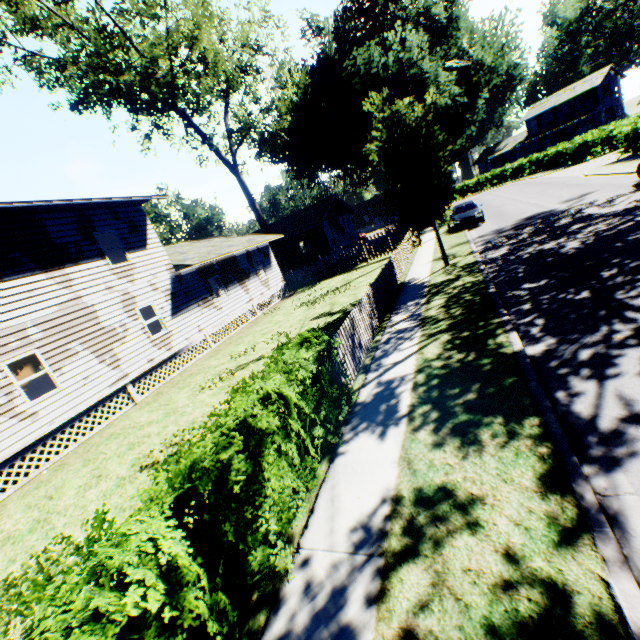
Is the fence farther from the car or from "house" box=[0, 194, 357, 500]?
the car

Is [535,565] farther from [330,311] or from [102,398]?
[102,398]

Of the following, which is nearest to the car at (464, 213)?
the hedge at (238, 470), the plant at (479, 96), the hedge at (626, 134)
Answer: the plant at (479, 96)

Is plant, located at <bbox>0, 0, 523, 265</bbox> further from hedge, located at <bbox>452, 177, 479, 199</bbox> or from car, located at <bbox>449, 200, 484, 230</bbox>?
hedge, located at <bbox>452, 177, 479, 199</bbox>

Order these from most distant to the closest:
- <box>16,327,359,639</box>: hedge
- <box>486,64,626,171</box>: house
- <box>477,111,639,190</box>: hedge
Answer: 1. <box>486,64,626,171</box>: house
2. <box>477,111,639,190</box>: hedge
3. <box>16,327,359,639</box>: hedge

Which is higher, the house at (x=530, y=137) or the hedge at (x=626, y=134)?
the house at (x=530, y=137)

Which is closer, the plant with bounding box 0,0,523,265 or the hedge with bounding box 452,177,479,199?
the plant with bounding box 0,0,523,265

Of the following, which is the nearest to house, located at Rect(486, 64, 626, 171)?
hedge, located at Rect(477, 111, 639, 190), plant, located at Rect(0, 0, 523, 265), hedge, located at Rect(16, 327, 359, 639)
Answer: hedge, located at Rect(477, 111, 639, 190)
